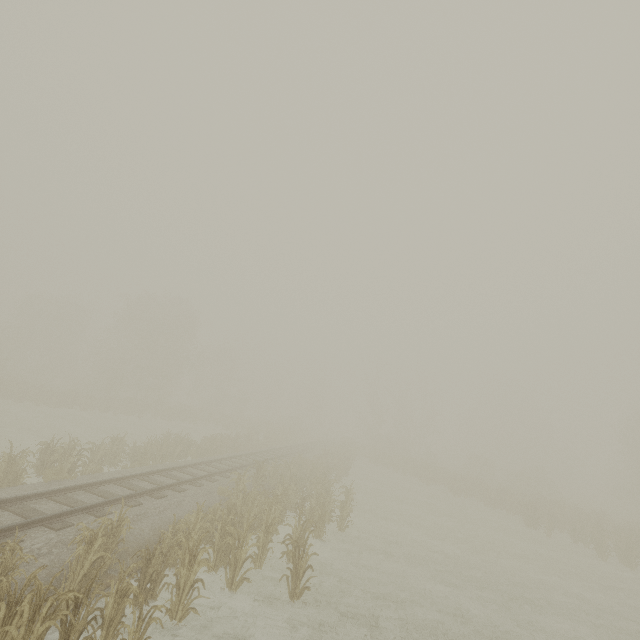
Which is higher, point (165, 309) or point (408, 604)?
point (165, 309)
